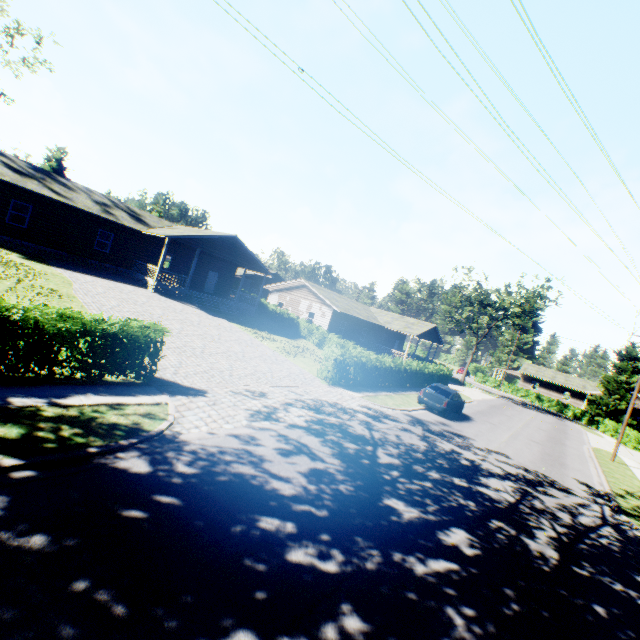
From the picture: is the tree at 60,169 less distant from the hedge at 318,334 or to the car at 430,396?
the car at 430,396

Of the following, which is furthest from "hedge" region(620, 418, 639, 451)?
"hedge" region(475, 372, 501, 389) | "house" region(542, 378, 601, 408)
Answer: "house" region(542, 378, 601, 408)

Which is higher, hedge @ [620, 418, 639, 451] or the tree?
the tree

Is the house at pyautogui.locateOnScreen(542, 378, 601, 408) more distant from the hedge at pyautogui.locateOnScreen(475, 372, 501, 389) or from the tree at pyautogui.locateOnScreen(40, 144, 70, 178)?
the tree at pyautogui.locateOnScreen(40, 144, 70, 178)

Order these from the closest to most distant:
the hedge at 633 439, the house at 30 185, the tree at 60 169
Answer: the house at 30 185 < the hedge at 633 439 < the tree at 60 169

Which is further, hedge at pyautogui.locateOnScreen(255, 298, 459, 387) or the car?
the car

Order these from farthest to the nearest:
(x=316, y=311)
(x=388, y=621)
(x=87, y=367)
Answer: (x=316, y=311)
(x=87, y=367)
(x=388, y=621)

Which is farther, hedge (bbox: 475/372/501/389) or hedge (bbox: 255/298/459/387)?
hedge (bbox: 475/372/501/389)
